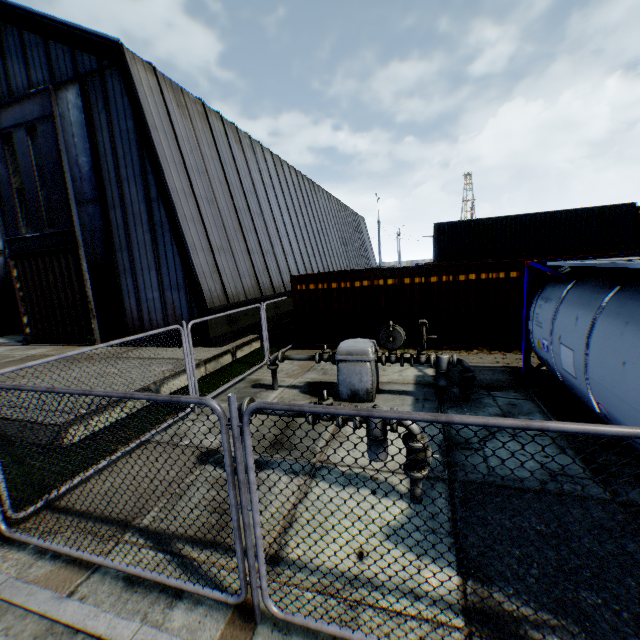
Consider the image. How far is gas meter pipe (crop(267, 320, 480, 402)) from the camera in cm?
718

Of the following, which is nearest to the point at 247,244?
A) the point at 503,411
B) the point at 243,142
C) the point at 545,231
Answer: the point at 243,142

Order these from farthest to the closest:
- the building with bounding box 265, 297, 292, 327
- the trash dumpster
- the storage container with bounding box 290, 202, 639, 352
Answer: the trash dumpster → the building with bounding box 265, 297, 292, 327 → the storage container with bounding box 290, 202, 639, 352

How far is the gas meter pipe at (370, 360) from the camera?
7.18m

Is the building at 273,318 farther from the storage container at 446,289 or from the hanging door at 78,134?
the storage container at 446,289

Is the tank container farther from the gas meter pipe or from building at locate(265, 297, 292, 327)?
building at locate(265, 297, 292, 327)

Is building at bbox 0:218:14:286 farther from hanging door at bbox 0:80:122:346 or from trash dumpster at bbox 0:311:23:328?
trash dumpster at bbox 0:311:23:328

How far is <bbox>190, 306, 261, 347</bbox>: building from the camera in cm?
1231
